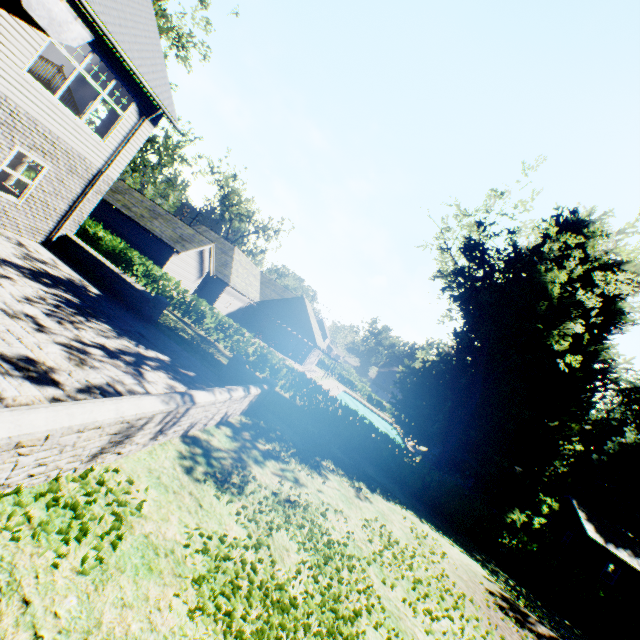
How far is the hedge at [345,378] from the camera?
57.97m

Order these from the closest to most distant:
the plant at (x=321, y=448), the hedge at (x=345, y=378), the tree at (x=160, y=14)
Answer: the plant at (x=321, y=448) → the tree at (x=160, y=14) → the hedge at (x=345, y=378)

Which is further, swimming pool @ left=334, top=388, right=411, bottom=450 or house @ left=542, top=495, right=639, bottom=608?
swimming pool @ left=334, top=388, right=411, bottom=450

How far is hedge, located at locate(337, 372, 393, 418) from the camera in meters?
58.0 m

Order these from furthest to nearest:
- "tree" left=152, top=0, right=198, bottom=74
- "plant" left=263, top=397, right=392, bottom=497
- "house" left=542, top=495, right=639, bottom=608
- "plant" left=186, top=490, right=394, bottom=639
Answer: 1. "house" left=542, top=495, right=639, bottom=608
2. "tree" left=152, top=0, right=198, bottom=74
3. "plant" left=263, top=397, right=392, bottom=497
4. "plant" left=186, top=490, right=394, bottom=639

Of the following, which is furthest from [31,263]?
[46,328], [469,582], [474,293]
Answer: [474,293]

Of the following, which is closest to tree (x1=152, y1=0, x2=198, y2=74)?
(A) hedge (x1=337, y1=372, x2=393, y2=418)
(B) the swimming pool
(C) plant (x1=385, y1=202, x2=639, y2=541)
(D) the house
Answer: (A) hedge (x1=337, y1=372, x2=393, y2=418)

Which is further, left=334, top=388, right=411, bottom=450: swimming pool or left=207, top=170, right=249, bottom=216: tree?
left=207, top=170, right=249, bottom=216: tree
